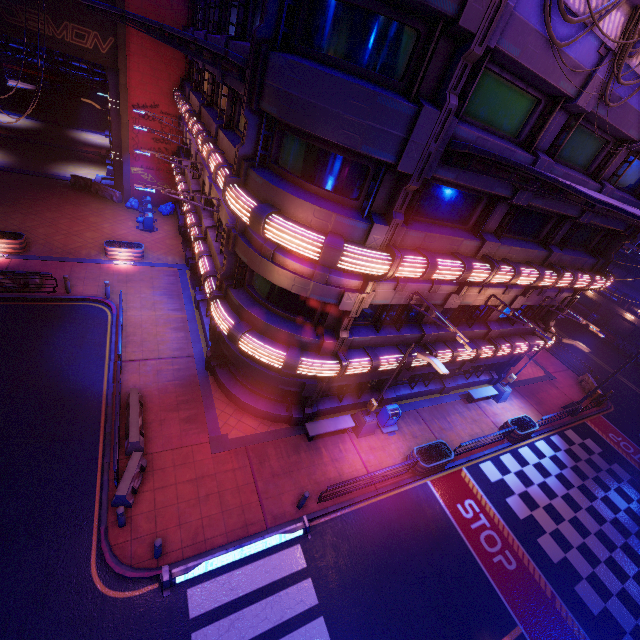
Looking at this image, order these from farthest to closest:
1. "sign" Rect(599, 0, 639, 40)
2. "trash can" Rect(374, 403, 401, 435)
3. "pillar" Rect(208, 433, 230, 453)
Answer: "trash can" Rect(374, 403, 401, 435), "pillar" Rect(208, 433, 230, 453), "sign" Rect(599, 0, 639, 40)

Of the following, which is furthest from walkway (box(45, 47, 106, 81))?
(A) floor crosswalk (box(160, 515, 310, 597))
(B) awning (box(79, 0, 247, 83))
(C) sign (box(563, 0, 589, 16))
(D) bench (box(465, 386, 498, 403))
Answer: (D) bench (box(465, 386, 498, 403))

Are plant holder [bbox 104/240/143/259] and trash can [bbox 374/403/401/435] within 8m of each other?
no

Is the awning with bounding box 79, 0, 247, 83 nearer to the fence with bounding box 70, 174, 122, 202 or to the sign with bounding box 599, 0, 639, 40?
the sign with bounding box 599, 0, 639, 40

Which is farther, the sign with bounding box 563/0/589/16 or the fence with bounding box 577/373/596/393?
the fence with bounding box 577/373/596/393

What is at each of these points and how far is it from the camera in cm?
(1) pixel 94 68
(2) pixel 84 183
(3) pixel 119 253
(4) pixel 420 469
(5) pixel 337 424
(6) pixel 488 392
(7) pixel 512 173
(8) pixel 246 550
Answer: (1) walkway, 2547
(2) fence, 2711
(3) plant holder, 2083
(4) plant holder, 1481
(5) bench, 1506
(6) bench, 2077
(7) awning, 745
(8) floor crosswalk, 1079

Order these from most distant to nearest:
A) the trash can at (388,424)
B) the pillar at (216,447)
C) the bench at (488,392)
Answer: the bench at (488,392) → the trash can at (388,424) → the pillar at (216,447)

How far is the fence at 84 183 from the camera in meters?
26.8
